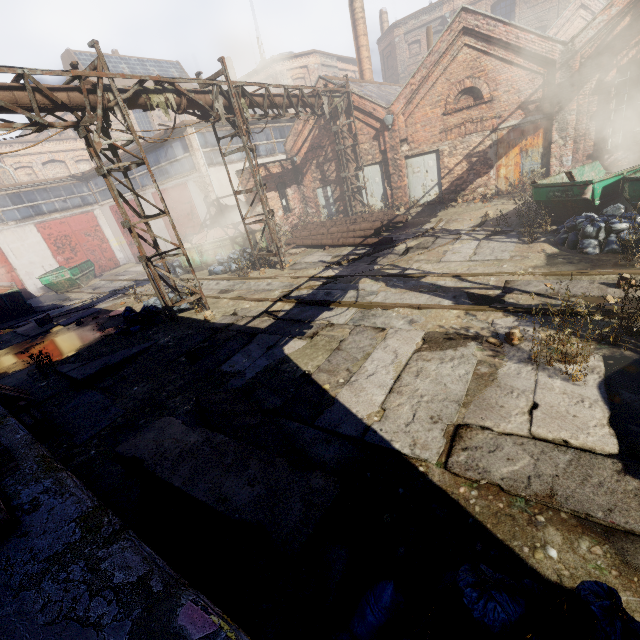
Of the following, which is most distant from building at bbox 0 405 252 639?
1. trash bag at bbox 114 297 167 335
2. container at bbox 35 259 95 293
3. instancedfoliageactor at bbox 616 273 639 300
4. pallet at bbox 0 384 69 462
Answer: container at bbox 35 259 95 293

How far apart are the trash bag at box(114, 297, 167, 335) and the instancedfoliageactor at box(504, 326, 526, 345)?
9.0 meters

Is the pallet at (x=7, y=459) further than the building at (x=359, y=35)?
No

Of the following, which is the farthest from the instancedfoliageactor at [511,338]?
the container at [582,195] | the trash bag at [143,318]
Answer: the trash bag at [143,318]

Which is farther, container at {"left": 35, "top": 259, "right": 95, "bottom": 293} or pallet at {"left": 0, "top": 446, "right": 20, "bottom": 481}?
container at {"left": 35, "top": 259, "right": 95, "bottom": 293}

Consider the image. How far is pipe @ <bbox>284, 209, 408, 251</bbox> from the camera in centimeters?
1375cm

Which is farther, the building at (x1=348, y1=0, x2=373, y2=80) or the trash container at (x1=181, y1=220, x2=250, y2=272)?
the building at (x1=348, y1=0, x2=373, y2=80)

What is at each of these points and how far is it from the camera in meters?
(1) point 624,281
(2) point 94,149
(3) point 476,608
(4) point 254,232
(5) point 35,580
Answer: (1) instancedfoliageactor, 6.1 m
(2) scaffolding, 7.9 m
(3) trash bag, 2.1 m
(4) trash container, 15.9 m
(5) building, 2.6 m
